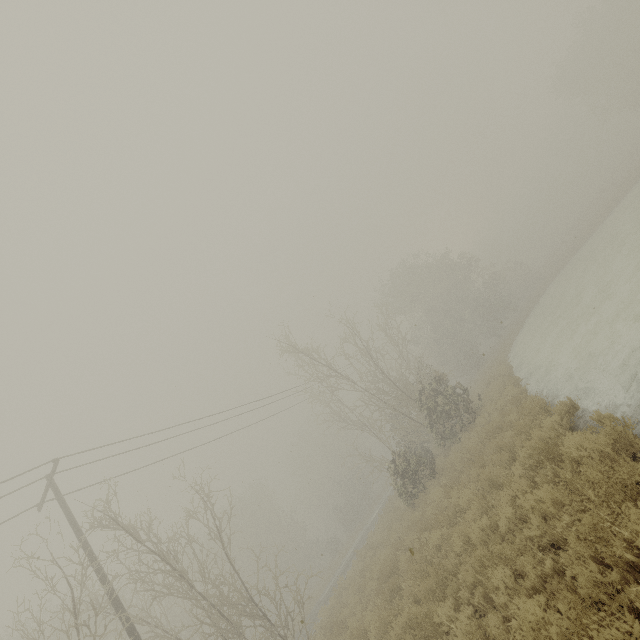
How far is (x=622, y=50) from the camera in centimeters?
3603cm
